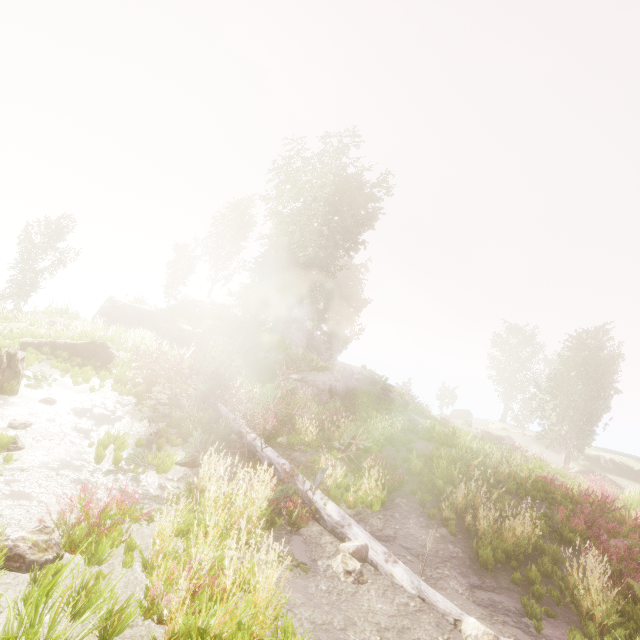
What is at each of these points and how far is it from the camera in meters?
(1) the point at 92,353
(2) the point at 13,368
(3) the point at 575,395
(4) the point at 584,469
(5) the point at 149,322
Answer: (1) rock, 13.7 m
(2) tree trunk, 9.0 m
(3) instancedfoliageactor, 28.0 m
(4) rock, 26.6 m
(5) rock, 28.6 m

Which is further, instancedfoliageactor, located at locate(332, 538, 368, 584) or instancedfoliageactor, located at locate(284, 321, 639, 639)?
instancedfoliageactor, located at locate(284, 321, 639, 639)

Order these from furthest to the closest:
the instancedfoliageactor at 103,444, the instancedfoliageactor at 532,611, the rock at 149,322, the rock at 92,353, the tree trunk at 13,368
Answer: the rock at 149,322
the rock at 92,353
the tree trunk at 13,368
the instancedfoliageactor at 103,444
the instancedfoliageactor at 532,611

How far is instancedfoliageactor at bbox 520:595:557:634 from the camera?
5.4 meters

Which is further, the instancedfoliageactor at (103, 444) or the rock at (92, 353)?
the rock at (92, 353)

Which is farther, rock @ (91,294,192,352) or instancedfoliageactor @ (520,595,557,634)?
A: rock @ (91,294,192,352)

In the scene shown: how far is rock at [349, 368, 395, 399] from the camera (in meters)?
25.12

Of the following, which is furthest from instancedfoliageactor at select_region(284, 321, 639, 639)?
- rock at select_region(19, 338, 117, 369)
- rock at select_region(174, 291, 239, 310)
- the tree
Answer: rock at select_region(19, 338, 117, 369)
